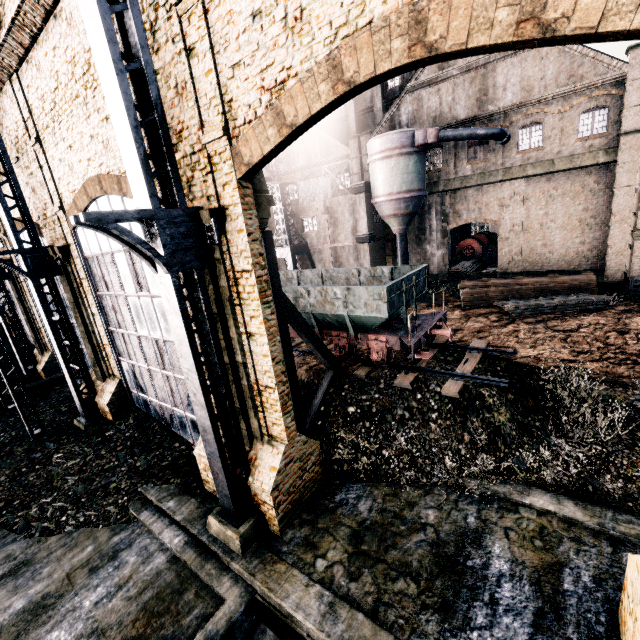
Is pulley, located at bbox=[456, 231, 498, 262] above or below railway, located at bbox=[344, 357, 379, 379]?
above

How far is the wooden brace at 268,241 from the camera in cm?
1074

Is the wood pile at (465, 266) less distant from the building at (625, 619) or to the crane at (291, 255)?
the crane at (291, 255)

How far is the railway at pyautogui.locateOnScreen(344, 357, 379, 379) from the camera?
14.4m

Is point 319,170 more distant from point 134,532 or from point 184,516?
point 134,532

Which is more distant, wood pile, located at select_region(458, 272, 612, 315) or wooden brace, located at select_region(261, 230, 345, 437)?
wood pile, located at select_region(458, 272, 612, 315)

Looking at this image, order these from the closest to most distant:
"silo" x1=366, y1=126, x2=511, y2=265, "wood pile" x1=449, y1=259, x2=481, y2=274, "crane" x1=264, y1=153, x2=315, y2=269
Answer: "silo" x1=366, y1=126, x2=511, y2=265 < "crane" x1=264, y1=153, x2=315, y2=269 < "wood pile" x1=449, y1=259, x2=481, y2=274

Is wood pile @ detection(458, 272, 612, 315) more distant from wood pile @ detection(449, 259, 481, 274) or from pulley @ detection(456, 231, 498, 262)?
pulley @ detection(456, 231, 498, 262)
